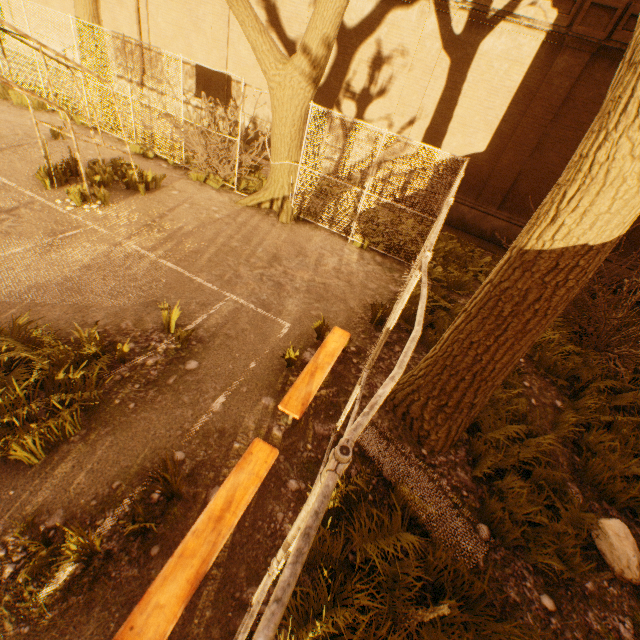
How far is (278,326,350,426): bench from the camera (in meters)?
4.23

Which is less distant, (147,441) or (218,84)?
(147,441)

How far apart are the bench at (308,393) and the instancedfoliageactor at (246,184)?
7.5 meters

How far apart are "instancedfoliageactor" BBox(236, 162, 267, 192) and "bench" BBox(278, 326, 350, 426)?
7.5 meters

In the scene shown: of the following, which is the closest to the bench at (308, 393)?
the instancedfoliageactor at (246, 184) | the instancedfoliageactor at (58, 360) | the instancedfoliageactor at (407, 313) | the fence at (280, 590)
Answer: the fence at (280, 590)

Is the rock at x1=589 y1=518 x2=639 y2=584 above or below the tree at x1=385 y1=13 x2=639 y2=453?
below

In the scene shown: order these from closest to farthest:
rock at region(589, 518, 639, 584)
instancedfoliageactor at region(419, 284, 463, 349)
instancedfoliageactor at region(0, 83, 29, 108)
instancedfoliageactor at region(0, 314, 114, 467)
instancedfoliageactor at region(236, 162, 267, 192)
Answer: instancedfoliageactor at region(0, 314, 114, 467)
rock at region(589, 518, 639, 584)
instancedfoliageactor at region(419, 284, 463, 349)
instancedfoliageactor at region(236, 162, 267, 192)
instancedfoliageactor at region(0, 83, 29, 108)

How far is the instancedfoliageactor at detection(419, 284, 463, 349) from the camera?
6.5 meters
